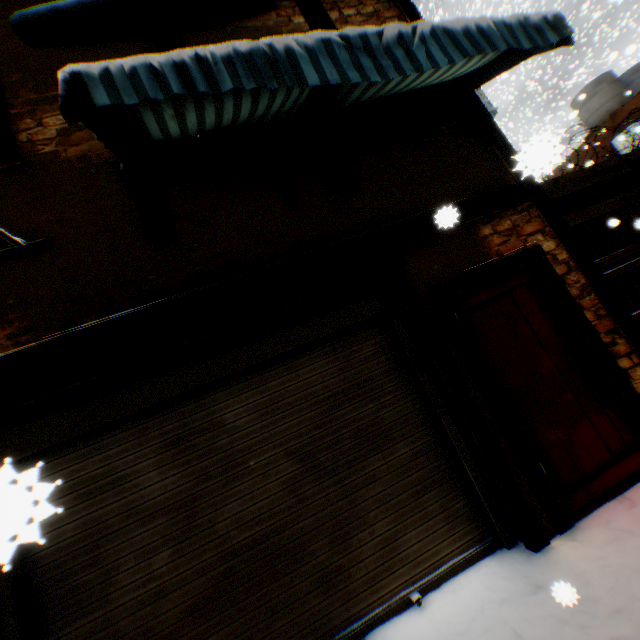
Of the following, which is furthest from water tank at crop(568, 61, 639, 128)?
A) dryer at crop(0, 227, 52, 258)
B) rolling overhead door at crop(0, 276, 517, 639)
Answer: dryer at crop(0, 227, 52, 258)

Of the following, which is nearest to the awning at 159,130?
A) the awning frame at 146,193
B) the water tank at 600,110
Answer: the awning frame at 146,193

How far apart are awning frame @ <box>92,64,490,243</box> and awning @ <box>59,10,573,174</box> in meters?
0.0 m

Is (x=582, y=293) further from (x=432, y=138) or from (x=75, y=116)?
(x=75, y=116)

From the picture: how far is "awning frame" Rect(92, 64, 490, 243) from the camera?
3.16m

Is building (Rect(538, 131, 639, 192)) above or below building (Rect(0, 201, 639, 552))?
above

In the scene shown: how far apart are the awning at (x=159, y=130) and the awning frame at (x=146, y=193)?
0.0m

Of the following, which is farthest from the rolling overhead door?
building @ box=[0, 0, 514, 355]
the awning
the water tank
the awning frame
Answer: the water tank
